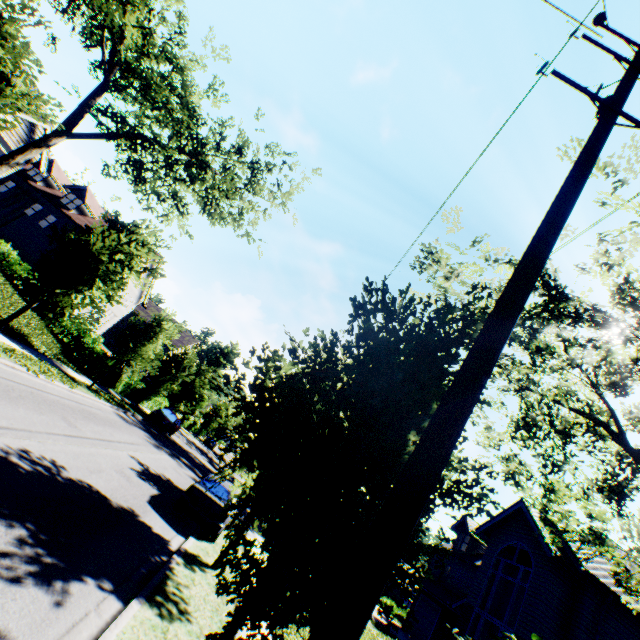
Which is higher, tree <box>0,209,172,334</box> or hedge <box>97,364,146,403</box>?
tree <box>0,209,172,334</box>

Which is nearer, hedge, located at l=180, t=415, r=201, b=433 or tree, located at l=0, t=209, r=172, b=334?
tree, located at l=0, t=209, r=172, b=334

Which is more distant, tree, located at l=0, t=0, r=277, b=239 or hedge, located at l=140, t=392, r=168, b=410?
hedge, located at l=140, t=392, r=168, b=410

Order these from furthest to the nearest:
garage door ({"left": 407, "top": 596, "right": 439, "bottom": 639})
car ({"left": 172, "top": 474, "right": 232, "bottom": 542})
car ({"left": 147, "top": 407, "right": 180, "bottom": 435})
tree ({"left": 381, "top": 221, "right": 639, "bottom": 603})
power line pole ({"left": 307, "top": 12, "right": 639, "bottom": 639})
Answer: car ({"left": 147, "top": 407, "right": 180, "bottom": 435}), garage door ({"left": 407, "top": 596, "right": 439, "bottom": 639}), car ({"left": 172, "top": 474, "right": 232, "bottom": 542}), tree ({"left": 381, "top": 221, "right": 639, "bottom": 603}), power line pole ({"left": 307, "top": 12, "right": 639, "bottom": 639})

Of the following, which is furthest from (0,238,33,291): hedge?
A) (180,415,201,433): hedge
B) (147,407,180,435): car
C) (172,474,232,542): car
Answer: (180,415,201,433): hedge

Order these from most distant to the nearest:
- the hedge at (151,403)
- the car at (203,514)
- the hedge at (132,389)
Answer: the hedge at (151,403), the hedge at (132,389), the car at (203,514)

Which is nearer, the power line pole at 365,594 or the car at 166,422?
the power line pole at 365,594

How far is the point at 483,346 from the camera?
2.5m
